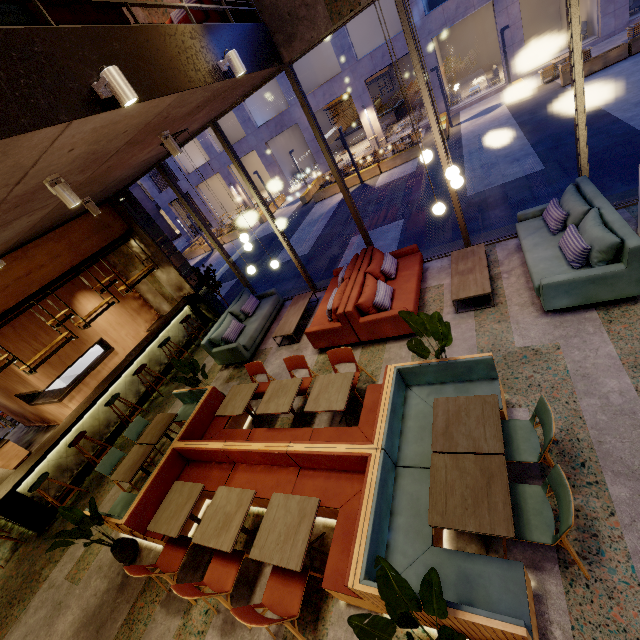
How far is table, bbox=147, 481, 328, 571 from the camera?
3.1m

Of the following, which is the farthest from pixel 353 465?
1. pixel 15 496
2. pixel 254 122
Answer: pixel 254 122

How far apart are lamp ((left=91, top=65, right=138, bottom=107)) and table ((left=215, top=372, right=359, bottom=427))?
3.84m

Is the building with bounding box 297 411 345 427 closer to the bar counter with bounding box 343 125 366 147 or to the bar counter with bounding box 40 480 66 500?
the bar counter with bounding box 40 480 66 500

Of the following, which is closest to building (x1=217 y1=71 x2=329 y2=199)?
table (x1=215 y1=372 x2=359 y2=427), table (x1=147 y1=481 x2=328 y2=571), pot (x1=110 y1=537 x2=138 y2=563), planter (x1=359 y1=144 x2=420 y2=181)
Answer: planter (x1=359 y1=144 x2=420 y2=181)

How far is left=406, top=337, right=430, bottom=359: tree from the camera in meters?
3.9

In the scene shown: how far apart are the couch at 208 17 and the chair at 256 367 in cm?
496

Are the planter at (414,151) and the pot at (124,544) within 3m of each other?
no
